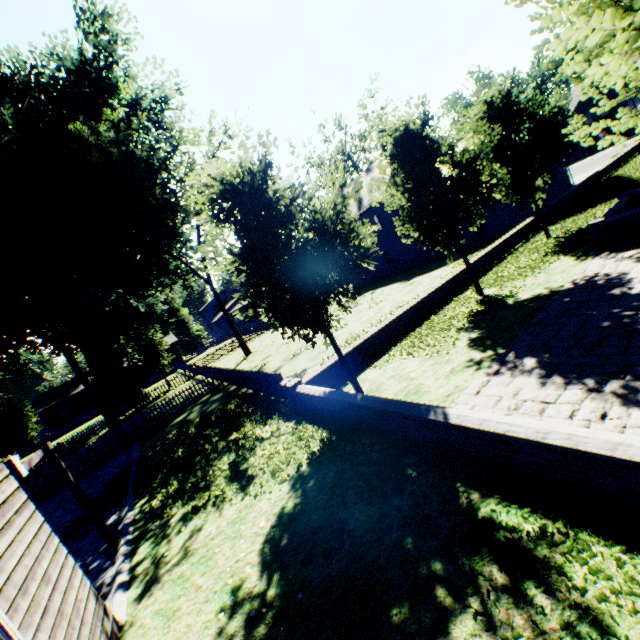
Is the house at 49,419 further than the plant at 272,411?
Yes

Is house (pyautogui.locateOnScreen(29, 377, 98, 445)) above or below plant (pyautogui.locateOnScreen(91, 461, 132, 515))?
above

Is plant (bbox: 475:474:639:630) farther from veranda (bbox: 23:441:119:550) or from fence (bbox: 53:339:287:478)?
veranda (bbox: 23:441:119:550)

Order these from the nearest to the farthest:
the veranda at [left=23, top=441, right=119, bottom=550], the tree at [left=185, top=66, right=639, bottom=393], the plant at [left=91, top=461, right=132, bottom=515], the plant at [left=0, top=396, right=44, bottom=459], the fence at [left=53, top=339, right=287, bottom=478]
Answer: the veranda at [left=23, top=441, right=119, bottom=550] < the tree at [left=185, top=66, right=639, bottom=393] < the plant at [left=91, top=461, right=132, bottom=515] < the fence at [left=53, top=339, right=287, bottom=478] < the plant at [left=0, top=396, right=44, bottom=459]

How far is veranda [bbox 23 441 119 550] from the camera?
7.2m

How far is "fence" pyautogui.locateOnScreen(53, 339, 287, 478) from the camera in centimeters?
1406cm

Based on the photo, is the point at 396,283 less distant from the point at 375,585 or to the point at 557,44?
the point at 375,585

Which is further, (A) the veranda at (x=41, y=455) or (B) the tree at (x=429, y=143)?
(B) the tree at (x=429, y=143)
